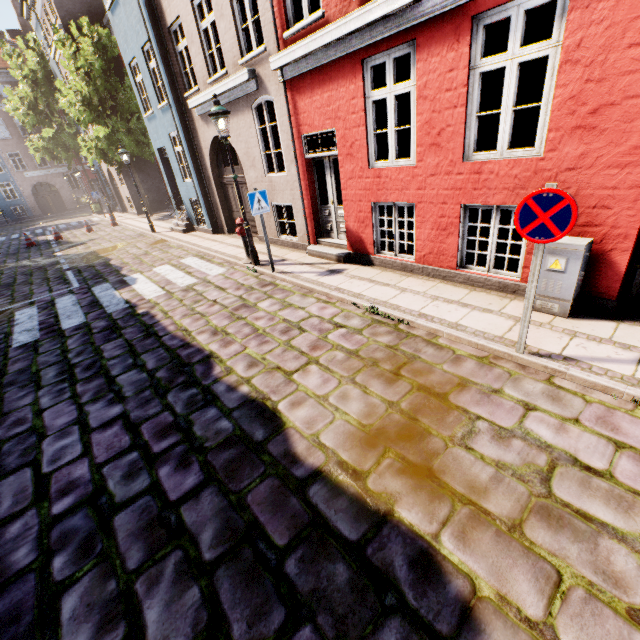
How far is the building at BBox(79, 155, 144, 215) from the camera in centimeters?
2259cm

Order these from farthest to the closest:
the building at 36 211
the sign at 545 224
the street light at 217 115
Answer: the building at 36 211
the street light at 217 115
the sign at 545 224

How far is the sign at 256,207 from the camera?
7.1 meters

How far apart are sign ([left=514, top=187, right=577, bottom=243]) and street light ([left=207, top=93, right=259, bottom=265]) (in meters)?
6.35

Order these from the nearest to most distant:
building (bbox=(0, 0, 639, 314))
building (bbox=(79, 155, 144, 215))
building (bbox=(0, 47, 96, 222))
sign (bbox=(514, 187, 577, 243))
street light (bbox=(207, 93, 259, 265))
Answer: sign (bbox=(514, 187, 577, 243)) < building (bbox=(0, 0, 639, 314)) < street light (bbox=(207, 93, 259, 265)) < building (bbox=(79, 155, 144, 215)) < building (bbox=(0, 47, 96, 222))

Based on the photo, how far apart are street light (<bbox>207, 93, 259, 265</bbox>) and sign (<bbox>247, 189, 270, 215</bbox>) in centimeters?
99cm

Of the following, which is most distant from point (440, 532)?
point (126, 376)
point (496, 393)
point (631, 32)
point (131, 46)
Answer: point (131, 46)

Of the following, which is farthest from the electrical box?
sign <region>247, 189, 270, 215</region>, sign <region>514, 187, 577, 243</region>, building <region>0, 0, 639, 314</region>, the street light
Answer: the street light
